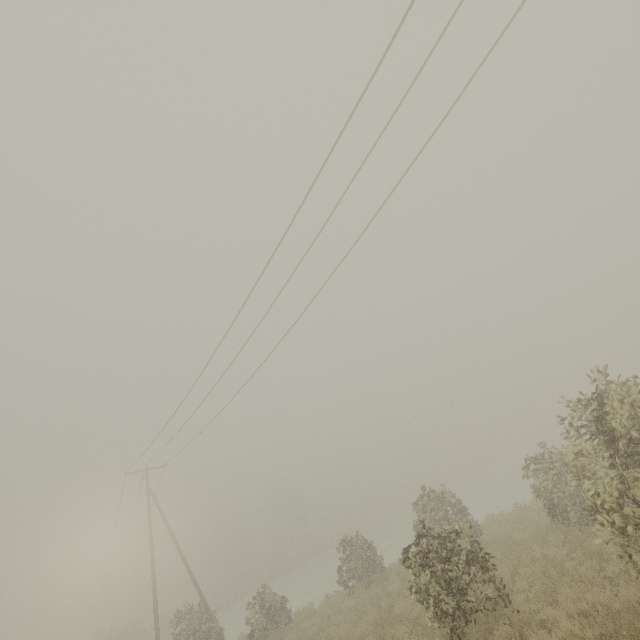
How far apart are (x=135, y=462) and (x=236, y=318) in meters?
16.9 m
